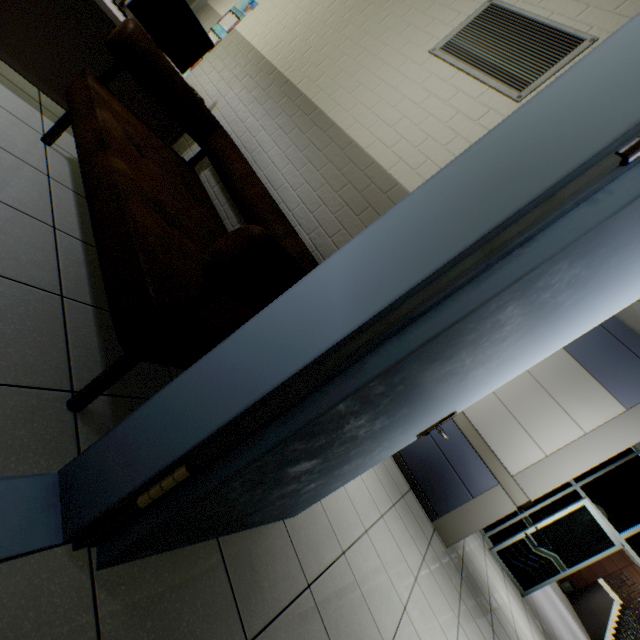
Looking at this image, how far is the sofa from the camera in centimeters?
100cm

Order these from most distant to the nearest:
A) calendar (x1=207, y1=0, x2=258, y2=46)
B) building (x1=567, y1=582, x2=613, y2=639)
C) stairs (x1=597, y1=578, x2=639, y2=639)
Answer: building (x1=567, y1=582, x2=613, y2=639)
stairs (x1=597, y1=578, x2=639, y2=639)
calendar (x1=207, y1=0, x2=258, y2=46)

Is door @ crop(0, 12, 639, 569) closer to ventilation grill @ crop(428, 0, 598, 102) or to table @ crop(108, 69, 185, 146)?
ventilation grill @ crop(428, 0, 598, 102)

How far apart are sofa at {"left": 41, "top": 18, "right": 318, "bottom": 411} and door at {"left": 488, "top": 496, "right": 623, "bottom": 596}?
6.74m

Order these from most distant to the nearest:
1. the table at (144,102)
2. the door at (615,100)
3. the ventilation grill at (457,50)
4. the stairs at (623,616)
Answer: the stairs at (623,616) < the table at (144,102) < the ventilation grill at (457,50) < the door at (615,100)

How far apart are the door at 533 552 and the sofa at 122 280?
6.74m

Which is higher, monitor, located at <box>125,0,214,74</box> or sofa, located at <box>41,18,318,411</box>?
monitor, located at <box>125,0,214,74</box>

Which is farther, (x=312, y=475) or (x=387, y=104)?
(x=387, y=104)
